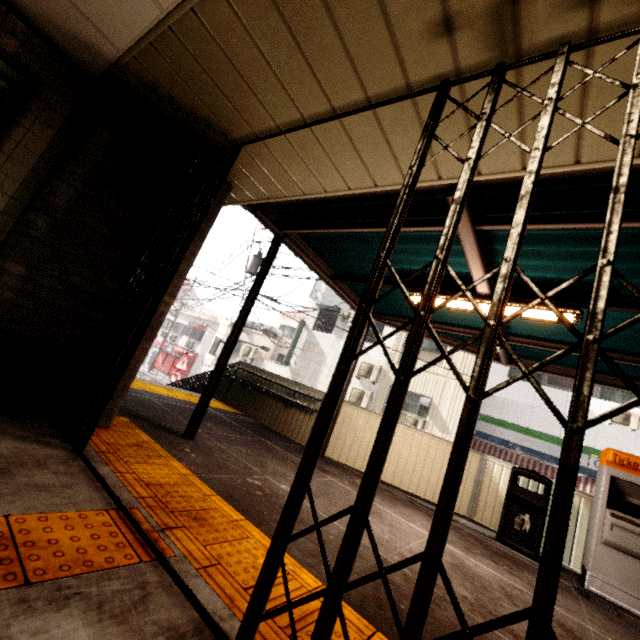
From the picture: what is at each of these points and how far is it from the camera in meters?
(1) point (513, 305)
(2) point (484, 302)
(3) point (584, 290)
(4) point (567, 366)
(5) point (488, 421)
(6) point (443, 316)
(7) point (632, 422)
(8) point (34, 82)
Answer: (1) fluorescent light, 3.9 m
(2) fluorescent light, 4.1 m
(3) exterior awning, 3.5 m
(4) exterior awning, 5.8 m
(5) sign, 13.4 m
(6) exterior awning, 5.7 m
(7) air conditioner, 10.9 m
(8) sign, 2.7 m

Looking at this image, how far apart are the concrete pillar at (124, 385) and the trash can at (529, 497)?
5.7 meters

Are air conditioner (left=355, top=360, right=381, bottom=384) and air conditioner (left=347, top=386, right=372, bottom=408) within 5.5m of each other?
yes

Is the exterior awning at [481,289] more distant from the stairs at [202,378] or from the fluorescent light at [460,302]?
the stairs at [202,378]

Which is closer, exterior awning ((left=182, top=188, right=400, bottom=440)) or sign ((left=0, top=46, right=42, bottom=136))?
sign ((left=0, top=46, right=42, bottom=136))

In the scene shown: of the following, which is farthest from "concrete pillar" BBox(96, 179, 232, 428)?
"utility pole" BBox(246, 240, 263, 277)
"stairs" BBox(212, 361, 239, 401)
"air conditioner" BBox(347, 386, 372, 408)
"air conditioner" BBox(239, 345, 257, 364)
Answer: "air conditioner" BBox(239, 345, 257, 364)

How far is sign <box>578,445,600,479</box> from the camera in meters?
11.1 m

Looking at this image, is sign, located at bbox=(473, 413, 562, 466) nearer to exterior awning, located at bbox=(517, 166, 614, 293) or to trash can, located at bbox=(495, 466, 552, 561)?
exterior awning, located at bbox=(517, 166, 614, 293)
